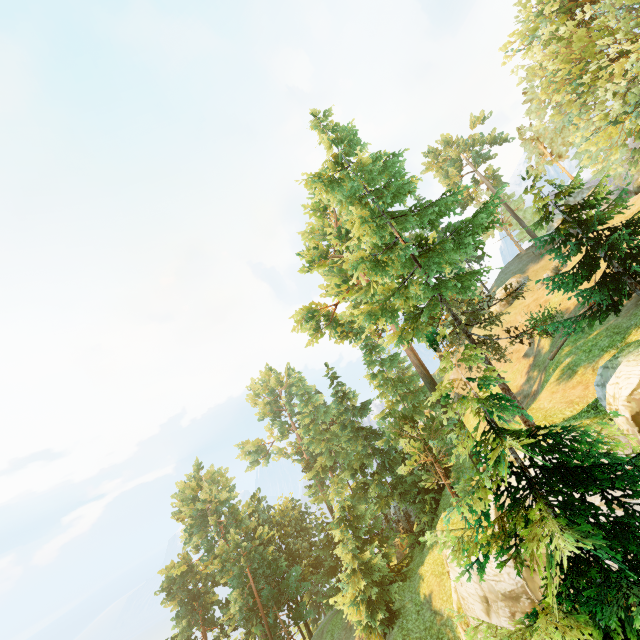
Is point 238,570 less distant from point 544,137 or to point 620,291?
point 620,291
